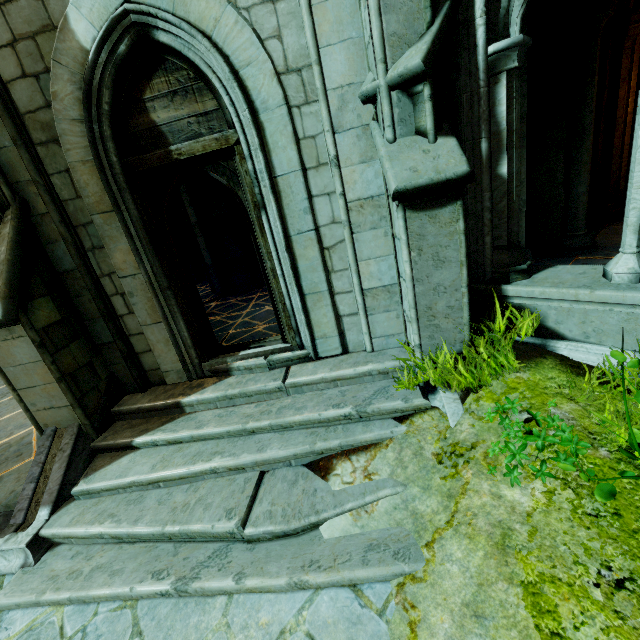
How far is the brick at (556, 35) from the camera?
4.4 meters

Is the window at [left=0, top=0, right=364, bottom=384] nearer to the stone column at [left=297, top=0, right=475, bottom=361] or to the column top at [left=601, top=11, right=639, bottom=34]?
the stone column at [left=297, top=0, right=475, bottom=361]

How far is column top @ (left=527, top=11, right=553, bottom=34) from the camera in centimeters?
440cm

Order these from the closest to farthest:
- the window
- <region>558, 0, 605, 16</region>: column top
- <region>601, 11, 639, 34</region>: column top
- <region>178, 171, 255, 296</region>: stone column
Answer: the window
<region>558, 0, 605, 16</region>: column top
<region>601, 11, 639, 34</region>: column top
<region>178, 171, 255, 296</region>: stone column

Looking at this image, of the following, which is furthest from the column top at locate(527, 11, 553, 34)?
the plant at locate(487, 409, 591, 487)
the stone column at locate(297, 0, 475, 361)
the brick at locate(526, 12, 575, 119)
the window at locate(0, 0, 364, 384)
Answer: the plant at locate(487, 409, 591, 487)

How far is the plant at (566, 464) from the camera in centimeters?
229cm

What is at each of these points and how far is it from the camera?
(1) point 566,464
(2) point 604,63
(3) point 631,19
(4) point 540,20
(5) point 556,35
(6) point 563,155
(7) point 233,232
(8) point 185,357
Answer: (1) plant, 2.2 meters
(2) brick, 5.8 meters
(3) column top, 5.4 meters
(4) column top, 4.4 meters
(5) brick, 4.5 meters
(6) stone column, 4.9 meters
(7) stone column, 8.1 meters
(8) window, 4.4 meters

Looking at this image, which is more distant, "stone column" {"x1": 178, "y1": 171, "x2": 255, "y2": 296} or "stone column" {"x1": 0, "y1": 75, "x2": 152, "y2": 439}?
"stone column" {"x1": 178, "y1": 171, "x2": 255, "y2": 296}
